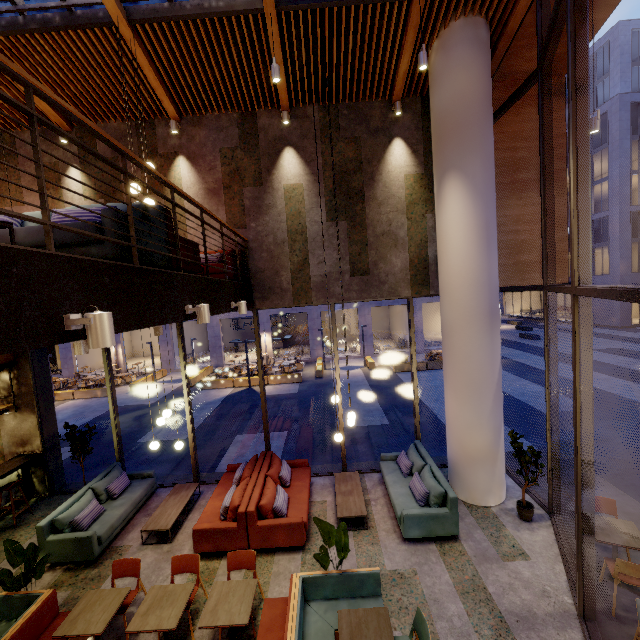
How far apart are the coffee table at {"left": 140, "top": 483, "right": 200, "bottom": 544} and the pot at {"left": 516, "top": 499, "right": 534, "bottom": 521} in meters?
7.0 m

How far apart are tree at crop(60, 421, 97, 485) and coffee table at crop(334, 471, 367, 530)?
6.26m

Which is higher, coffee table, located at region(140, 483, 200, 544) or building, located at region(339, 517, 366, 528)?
coffee table, located at region(140, 483, 200, 544)

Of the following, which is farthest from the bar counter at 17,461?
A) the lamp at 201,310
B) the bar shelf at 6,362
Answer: the lamp at 201,310

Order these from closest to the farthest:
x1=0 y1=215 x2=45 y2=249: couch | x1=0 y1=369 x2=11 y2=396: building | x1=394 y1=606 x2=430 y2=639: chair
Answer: x1=0 y1=215 x2=45 y2=249: couch
x1=394 y1=606 x2=430 y2=639: chair
x1=0 y1=369 x2=11 y2=396: building

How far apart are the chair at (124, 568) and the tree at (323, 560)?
2.80m

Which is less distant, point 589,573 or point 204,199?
point 589,573

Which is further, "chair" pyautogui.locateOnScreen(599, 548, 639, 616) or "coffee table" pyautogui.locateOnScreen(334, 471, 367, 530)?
"coffee table" pyautogui.locateOnScreen(334, 471, 367, 530)
